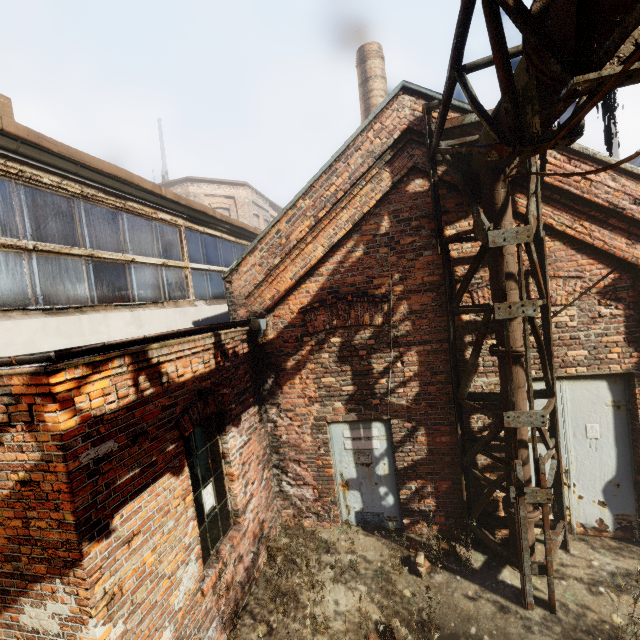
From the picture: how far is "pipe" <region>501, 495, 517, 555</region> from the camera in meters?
4.6

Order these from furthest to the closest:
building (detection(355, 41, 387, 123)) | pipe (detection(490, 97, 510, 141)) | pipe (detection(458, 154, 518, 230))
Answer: building (detection(355, 41, 387, 123)) < pipe (detection(458, 154, 518, 230)) < pipe (detection(490, 97, 510, 141))

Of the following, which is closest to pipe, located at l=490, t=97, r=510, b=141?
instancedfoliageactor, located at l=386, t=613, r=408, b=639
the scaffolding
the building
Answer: the scaffolding

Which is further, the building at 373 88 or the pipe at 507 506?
the building at 373 88

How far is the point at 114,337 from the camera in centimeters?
476cm

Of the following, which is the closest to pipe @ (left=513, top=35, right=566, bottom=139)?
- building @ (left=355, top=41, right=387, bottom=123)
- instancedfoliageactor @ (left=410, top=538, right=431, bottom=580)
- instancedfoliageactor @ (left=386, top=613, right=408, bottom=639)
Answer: instancedfoliageactor @ (left=410, top=538, right=431, bottom=580)

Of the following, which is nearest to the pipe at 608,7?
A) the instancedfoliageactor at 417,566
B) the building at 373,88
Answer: the instancedfoliageactor at 417,566

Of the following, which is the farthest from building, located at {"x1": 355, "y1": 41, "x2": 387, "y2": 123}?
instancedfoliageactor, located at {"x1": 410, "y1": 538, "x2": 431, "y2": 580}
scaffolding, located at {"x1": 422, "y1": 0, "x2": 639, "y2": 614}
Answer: instancedfoliageactor, located at {"x1": 410, "y1": 538, "x2": 431, "y2": 580}
